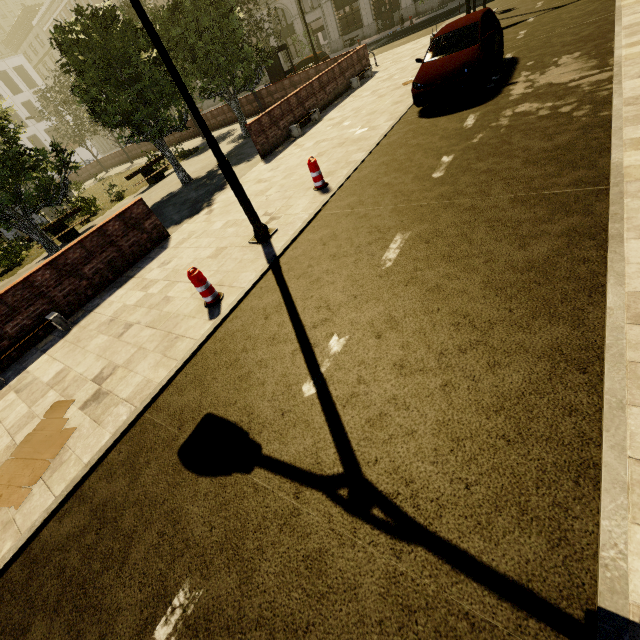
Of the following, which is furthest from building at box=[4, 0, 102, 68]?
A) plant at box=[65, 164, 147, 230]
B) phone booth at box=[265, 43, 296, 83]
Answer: plant at box=[65, 164, 147, 230]

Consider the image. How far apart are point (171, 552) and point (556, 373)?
3.76m

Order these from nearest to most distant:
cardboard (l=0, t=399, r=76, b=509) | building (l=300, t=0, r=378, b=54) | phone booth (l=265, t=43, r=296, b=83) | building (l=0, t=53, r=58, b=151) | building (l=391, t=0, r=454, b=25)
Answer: cardboard (l=0, t=399, r=76, b=509), phone booth (l=265, t=43, r=296, b=83), building (l=391, t=0, r=454, b=25), building (l=300, t=0, r=378, b=54), building (l=0, t=53, r=58, b=151)

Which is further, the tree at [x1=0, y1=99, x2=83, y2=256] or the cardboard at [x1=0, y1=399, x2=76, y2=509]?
the tree at [x1=0, y1=99, x2=83, y2=256]

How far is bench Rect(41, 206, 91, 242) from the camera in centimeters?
1447cm

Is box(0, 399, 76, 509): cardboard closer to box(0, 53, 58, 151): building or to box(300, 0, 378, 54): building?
box(300, 0, 378, 54): building

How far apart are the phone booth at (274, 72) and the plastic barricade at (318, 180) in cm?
1689

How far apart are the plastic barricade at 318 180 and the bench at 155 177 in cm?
1326
